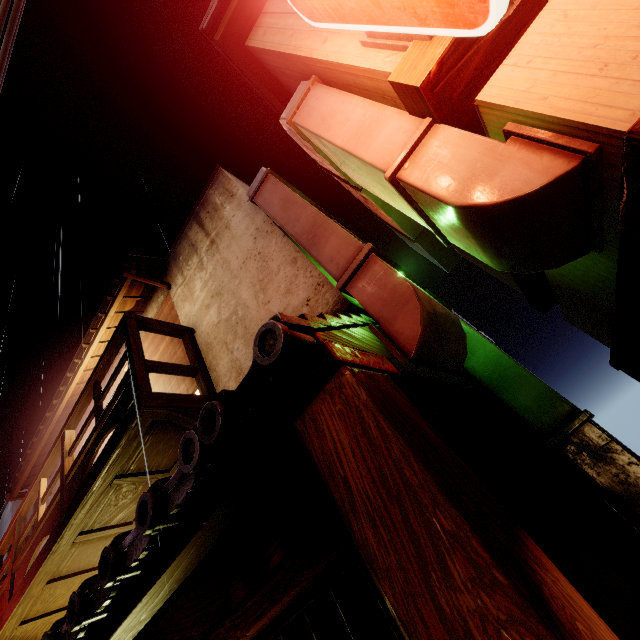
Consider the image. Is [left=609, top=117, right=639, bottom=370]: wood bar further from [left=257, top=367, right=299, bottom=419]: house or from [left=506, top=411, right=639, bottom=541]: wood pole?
[left=506, top=411, right=639, bottom=541]: wood pole

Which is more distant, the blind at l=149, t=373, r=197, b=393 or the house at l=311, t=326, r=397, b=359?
the blind at l=149, t=373, r=197, b=393

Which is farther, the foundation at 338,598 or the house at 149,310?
the house at 149,310

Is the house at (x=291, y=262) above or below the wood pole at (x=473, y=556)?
above

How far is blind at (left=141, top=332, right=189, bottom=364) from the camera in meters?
8.9

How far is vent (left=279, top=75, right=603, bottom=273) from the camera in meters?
2.9

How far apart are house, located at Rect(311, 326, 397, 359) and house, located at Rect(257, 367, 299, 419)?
0.30m

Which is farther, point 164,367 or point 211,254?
point 211,254
